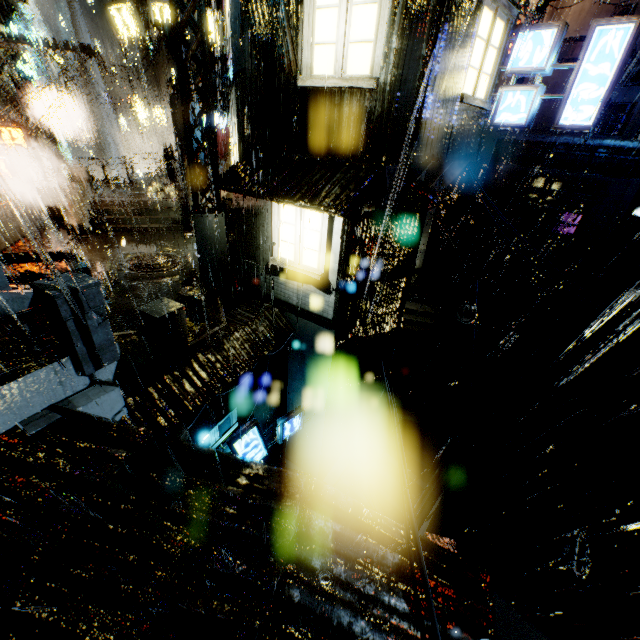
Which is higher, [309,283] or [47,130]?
[47,130]

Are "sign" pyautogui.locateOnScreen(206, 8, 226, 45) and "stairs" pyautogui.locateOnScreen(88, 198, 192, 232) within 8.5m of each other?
yes

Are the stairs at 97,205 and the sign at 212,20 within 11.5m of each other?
yes

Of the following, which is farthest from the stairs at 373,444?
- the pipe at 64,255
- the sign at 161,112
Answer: the sign at 161,112

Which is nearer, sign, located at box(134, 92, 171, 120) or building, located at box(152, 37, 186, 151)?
building, located at box(152, 37, 186, 151)

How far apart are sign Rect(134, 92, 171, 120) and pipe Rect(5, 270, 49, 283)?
29.9m

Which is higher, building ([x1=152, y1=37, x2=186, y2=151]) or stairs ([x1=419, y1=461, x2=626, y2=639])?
building ([x1=152, y1=37, x2=186, y2=151])

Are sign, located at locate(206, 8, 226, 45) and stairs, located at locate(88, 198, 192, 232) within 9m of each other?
yes
